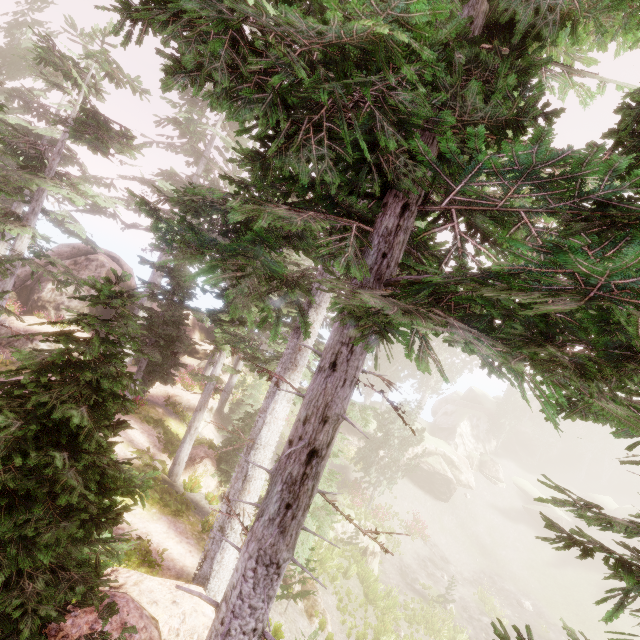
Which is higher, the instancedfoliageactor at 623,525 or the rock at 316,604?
the instancedfoliageactor at 623,525

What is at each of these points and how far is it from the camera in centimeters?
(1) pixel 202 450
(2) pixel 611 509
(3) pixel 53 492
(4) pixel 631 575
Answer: (1) rock, 1653cm
(2) rock, 3562cm
(3) instancedfoliageactor, 518cm
(4) instancedfoliageactor, 289cm

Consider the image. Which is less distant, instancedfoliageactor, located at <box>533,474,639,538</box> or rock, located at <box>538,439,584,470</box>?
instancedfoliageactor, located at <box>533,474,639,538</box>

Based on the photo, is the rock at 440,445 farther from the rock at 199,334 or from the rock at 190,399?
the rock at 190,399

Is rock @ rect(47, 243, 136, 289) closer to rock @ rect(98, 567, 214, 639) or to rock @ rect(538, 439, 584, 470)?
rock @ rect(538, 439, 584, 470)

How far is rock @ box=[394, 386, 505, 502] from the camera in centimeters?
3294cm

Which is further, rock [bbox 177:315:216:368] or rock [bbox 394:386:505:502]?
rock [bbox 394:386:505:502]
